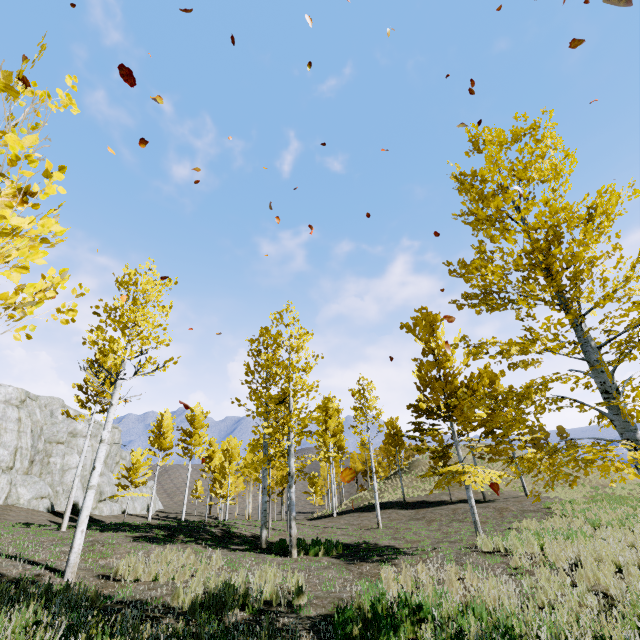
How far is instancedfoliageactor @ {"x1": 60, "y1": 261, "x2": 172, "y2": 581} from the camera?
8.7 meters

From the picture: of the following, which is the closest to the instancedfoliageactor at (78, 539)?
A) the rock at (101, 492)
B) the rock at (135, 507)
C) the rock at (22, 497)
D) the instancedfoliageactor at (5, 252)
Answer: the instancedfoliageactor at (5, 252)

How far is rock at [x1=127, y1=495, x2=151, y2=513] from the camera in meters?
40.4

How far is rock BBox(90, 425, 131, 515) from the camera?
33.96m

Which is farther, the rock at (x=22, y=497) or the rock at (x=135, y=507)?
the rock at (x=135, y=507)

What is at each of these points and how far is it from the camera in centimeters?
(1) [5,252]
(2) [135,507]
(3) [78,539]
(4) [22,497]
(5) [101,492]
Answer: (1) instancedfoliageactor, 147cm
(2) rock, 4294cm
(3) instancedfoliageactor, 834cm
(4) rock, 2509cm
(5) rock, 3422cm

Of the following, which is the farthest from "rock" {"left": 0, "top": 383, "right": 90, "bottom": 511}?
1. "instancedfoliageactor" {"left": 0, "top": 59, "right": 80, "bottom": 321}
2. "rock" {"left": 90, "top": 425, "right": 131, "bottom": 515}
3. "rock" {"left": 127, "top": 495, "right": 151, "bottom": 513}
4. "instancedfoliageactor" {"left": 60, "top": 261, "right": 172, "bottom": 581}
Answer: "instancedfoliageactor" {"left": 0, "top": 59, "right": 80, "bottom": 321}

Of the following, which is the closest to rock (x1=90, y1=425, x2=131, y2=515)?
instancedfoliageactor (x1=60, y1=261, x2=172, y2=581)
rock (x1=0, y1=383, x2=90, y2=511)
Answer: rock (x1=0, y1=383, x2=90, y2=511)
